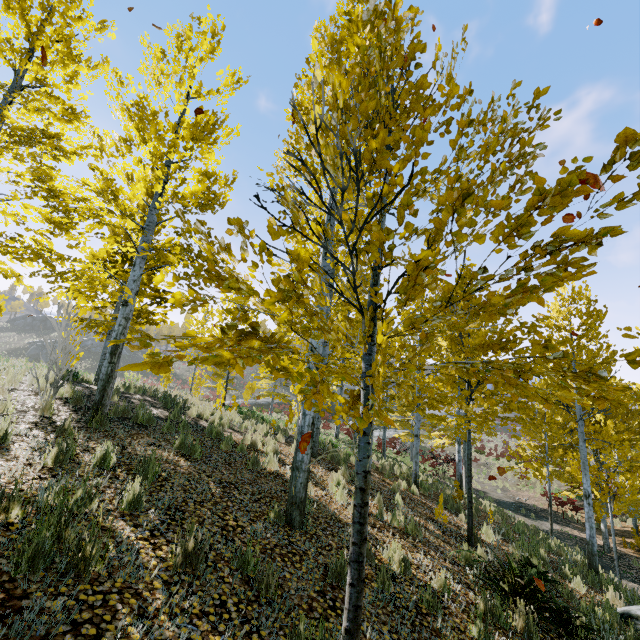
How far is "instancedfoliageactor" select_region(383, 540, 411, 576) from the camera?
4.6m

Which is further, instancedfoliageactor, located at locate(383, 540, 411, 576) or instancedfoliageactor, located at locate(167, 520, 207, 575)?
instancedfoliageactor, located at locate(383, 540, 411, 576)

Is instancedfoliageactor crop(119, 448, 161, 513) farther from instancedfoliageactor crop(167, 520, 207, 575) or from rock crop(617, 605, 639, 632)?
instancedfoliageactor crop(167, 520, 207, 575)

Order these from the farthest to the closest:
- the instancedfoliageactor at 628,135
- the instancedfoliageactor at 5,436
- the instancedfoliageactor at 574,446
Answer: the instancedfoliageactor at 5,436
the instancedfoliageactor at 574,446
the instancedfoliageactor at 628,135

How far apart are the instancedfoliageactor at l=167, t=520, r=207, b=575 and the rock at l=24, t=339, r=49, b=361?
63.74m

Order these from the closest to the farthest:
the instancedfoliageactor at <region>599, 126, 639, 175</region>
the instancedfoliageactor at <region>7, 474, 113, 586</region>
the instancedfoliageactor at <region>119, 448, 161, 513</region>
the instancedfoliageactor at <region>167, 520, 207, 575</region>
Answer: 1. the instancedfoliageactor at <region>599, 126, 639, 175</region>
2. the instancedfoliageactor at <region>7, 474, 113, 586</region>
3. the instancedfoliageactor at <region>167, 520, 207, 575</region>
4. the instancedfoliageactor at <region>119, 448, 161, 513</region>

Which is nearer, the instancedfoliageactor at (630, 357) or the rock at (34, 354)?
the instancedfoliageactor at (630, 357)

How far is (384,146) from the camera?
2.24m
